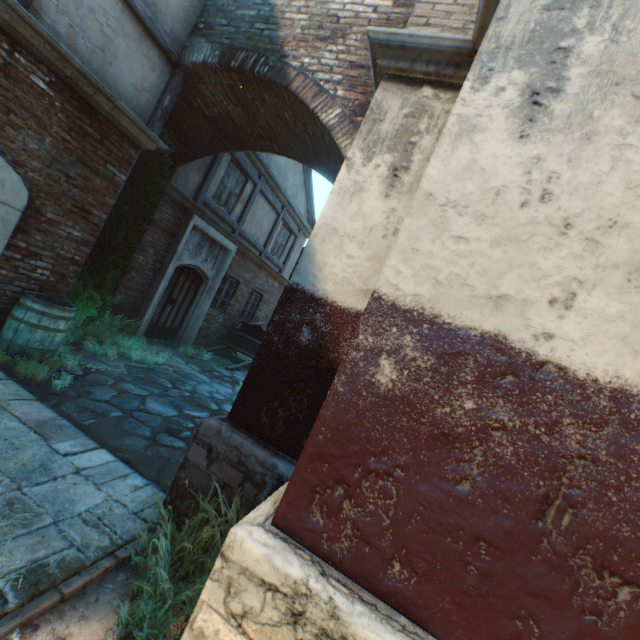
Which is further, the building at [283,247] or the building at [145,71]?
the building at [283,247]

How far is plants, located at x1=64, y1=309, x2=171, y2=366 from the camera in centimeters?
625cm

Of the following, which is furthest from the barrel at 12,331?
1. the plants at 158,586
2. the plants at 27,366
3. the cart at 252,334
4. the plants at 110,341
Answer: the cart at 252,334

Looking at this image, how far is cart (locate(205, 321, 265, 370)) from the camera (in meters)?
11.03

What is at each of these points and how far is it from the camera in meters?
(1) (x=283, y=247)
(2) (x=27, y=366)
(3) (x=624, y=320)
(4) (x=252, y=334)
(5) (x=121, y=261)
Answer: (1) building, 14.0
(2) plants, 4.3
(3) building, 1.5
(4) cart, 12.4
(5) tree, 6.2

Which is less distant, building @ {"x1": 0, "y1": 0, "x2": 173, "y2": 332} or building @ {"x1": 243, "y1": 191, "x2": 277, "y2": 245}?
building @ {"x1": 0, "y1": 0, "x2": 173, "y2": 332}

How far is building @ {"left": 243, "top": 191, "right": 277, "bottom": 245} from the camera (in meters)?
11.04

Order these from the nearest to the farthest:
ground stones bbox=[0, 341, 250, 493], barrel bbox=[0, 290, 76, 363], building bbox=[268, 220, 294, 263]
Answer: ground stones bbox=[0, 341, 250, 493] → barrel bbox=[0, 290, 76, 363] → building bbox=[268, 220, 294, 263]
